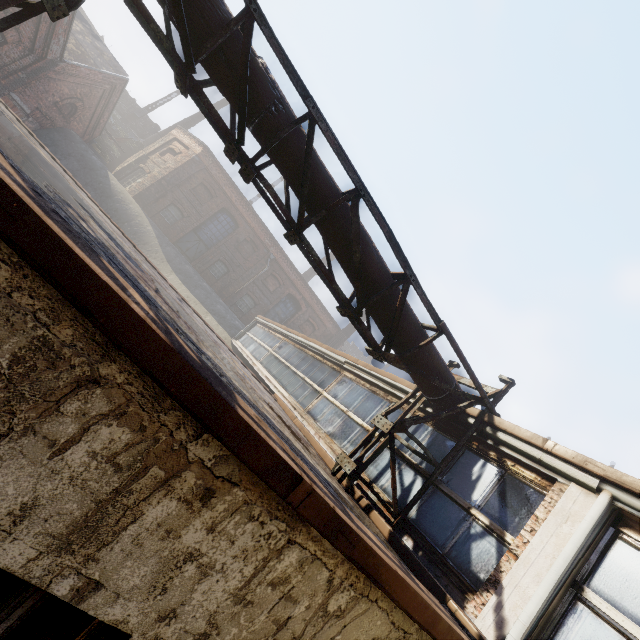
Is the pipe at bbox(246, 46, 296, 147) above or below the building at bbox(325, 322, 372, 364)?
below

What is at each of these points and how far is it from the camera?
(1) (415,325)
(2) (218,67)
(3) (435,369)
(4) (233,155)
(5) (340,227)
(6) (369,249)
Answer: (1) pipe, 5.1 meters
(2) pipe, 3.7 meters
(3) pipe, 5.4 meters
(4) scaffolding, 4.0 meters
(5) pipe, 4.4 meters
(6) pipe, 4.6 meters

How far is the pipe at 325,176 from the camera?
4.2 meters

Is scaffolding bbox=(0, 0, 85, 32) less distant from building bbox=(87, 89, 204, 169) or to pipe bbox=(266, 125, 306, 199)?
pipe bbox=(266, 125, 306, 199)

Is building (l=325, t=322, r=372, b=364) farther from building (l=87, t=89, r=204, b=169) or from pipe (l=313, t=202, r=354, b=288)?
pipe (l=313, t=202, r=354, b=288)

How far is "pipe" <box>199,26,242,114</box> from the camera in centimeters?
359cm

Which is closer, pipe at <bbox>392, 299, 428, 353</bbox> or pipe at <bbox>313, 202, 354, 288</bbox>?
pipe at <bbox>313, 202, 354, 288</bbox>

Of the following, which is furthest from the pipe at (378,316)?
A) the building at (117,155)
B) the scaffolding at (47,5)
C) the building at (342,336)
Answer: the building at (342,336)
